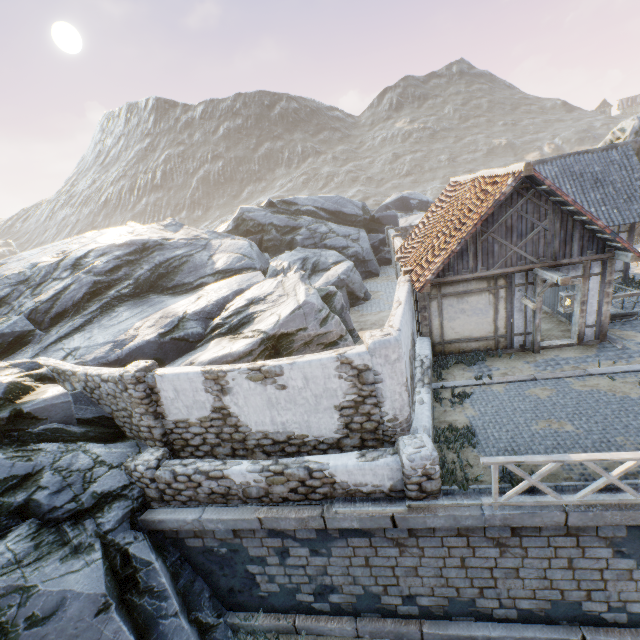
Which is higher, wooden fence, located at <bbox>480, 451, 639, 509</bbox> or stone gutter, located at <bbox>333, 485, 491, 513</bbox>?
wooden fence, located at <bbox>480, 451, 639, 509</bbox>

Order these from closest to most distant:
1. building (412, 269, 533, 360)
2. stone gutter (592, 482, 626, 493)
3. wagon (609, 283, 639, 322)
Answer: stone gutter (592, 482, 626, 493) → building (412, 269, 533, 360) → wagon (609, 283, 639, 322)

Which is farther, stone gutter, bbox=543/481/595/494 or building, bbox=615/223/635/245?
building, bbox=615/223/635/245

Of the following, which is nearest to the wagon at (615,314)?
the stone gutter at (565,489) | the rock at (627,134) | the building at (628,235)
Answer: the building at (628,235)

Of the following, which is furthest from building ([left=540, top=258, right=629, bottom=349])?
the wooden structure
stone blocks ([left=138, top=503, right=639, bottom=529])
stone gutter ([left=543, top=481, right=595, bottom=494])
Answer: stone gutter ([left=543, top=481, right=595, bottom=494])

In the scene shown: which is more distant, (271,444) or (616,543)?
(271,444)

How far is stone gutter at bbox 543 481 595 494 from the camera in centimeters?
615cm

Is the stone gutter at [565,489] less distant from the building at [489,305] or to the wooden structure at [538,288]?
the wooden structure at [538,288]
